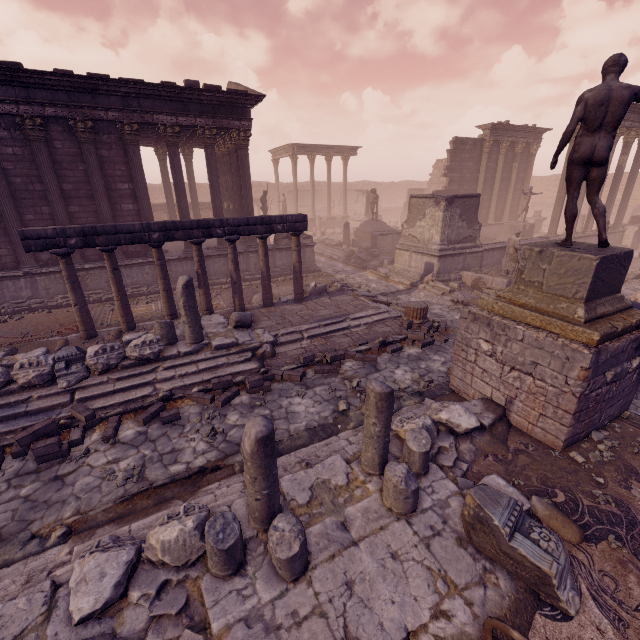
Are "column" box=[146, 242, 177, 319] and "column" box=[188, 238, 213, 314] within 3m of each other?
yes

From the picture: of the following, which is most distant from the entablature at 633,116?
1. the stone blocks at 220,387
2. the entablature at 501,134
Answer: the stone blocks at 220,387

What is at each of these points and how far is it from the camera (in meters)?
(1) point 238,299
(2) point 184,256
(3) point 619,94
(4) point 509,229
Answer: (1) column, 10.73
(2) building, 13.87
(3) sculpture, 4.80
(4) pedestal, 21.25

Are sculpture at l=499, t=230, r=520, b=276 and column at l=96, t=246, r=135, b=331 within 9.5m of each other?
no

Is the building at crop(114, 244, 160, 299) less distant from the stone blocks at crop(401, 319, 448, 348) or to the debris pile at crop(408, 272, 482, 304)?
the debris pile at crop(408, 272, 482, 304)

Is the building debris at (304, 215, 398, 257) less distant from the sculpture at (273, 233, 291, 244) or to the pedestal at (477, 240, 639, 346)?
the sculpture at (273, 233, 291, 244)

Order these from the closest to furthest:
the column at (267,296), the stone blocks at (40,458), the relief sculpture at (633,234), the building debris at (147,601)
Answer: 1. the building debris at (147,601)
2. the stone blocks at (40,458)
3. the column at (267,296)
4. the relief sculpture at (633,234)

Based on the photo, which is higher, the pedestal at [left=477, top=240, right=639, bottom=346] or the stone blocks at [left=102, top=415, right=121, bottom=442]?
the pedestal at [left=477, top=240, right=639, bottom=346]
